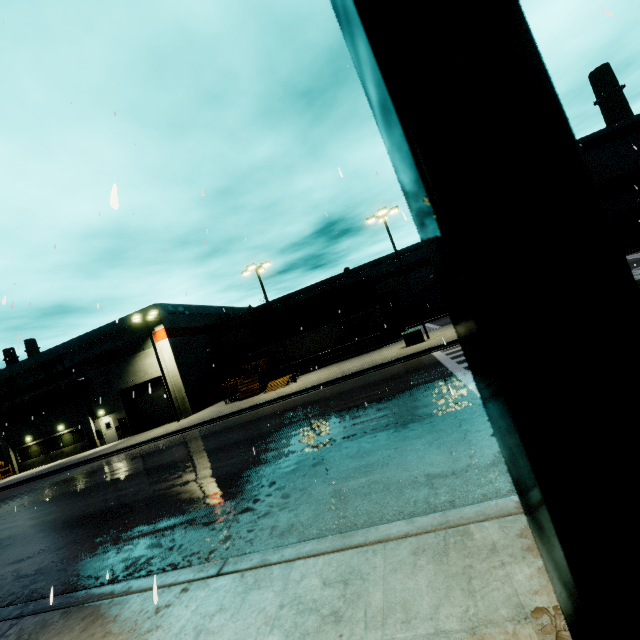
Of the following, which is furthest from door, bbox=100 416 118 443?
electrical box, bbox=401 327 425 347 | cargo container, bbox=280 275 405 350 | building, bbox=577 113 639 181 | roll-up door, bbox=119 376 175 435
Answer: electrical box, bbox=401 327 425 347

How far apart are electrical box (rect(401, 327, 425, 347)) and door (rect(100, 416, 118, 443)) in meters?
28.5 m

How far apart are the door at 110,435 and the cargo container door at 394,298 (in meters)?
30.81

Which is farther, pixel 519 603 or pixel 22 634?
pixel 22 634

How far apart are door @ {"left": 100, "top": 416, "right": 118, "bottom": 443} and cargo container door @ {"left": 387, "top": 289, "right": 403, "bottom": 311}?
30.8m

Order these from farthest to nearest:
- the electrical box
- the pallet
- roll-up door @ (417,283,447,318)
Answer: roll-up door @ (417,283,447,318), the pallet, the electrical box

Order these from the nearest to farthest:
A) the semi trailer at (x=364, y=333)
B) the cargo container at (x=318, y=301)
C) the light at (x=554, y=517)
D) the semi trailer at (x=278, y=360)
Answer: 1. the light at (x=554, y=517)
2. the semi trailer at (x=364, y=333)
3. the semi trailer at (x=278, y=360)
4. the cargo container at (x=318, y=301)

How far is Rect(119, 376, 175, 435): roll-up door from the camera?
30.34m
